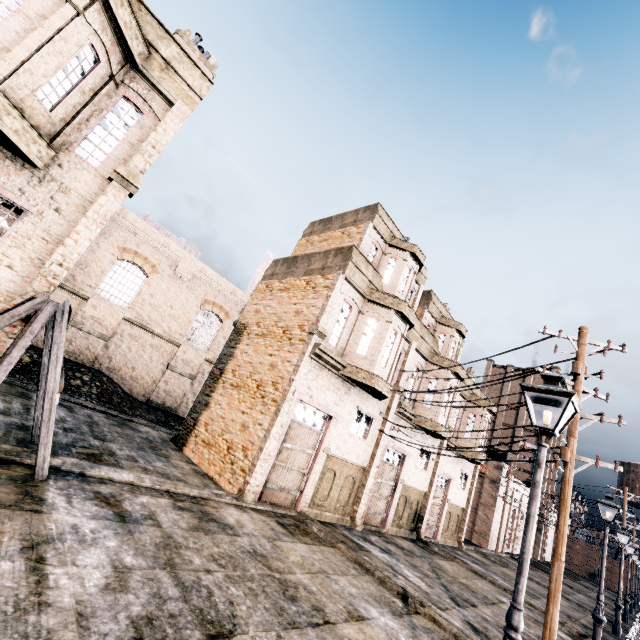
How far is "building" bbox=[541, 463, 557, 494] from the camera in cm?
5150

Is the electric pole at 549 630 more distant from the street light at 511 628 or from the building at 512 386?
the street light at 511 628

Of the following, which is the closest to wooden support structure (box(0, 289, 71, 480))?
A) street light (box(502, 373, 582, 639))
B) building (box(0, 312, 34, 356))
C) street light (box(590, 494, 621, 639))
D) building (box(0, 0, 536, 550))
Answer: building (box(0, 312, 34, 356))

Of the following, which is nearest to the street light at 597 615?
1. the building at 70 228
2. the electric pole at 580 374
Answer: the electric pole at 580 374

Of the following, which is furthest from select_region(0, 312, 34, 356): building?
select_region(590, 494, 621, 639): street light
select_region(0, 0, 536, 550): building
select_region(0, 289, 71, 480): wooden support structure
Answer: select_region(590, 494, 621, 639): street light

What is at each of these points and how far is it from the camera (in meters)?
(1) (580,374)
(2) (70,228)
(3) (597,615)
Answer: (1) electric pole, 8.82
(2) building, 8.57
(3) street light, 11.81
